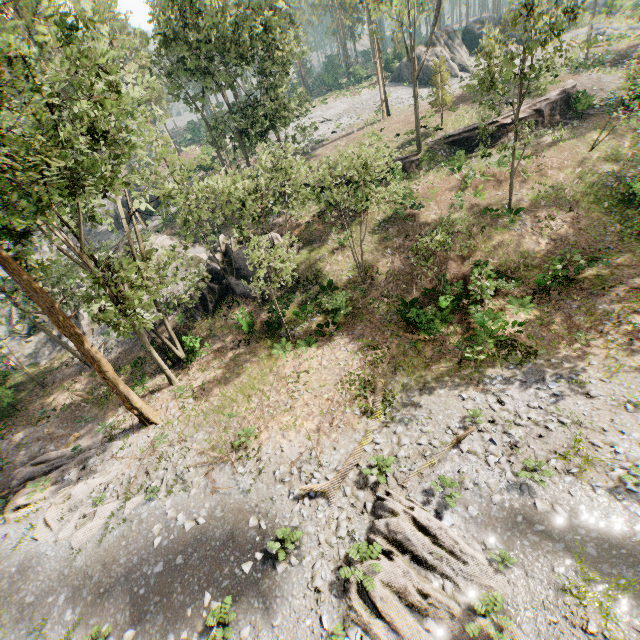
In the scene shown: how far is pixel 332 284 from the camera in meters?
23.9 m

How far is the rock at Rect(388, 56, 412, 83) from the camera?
49.2m

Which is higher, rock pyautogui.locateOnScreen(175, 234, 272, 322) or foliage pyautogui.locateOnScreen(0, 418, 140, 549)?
rock pyautogui.locateOnScreen(175, 234, 272, 322)

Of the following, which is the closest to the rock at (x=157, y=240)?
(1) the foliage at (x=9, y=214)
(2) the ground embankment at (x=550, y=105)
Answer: (1) the foliage at (x=9, y=214)

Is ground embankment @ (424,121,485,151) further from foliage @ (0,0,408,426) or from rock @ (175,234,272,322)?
rock @ (175,234,272,322)

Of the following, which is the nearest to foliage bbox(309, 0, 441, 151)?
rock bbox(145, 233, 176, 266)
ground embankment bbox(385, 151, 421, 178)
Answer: ground embankment bbox(385, 151, 421, 178)
